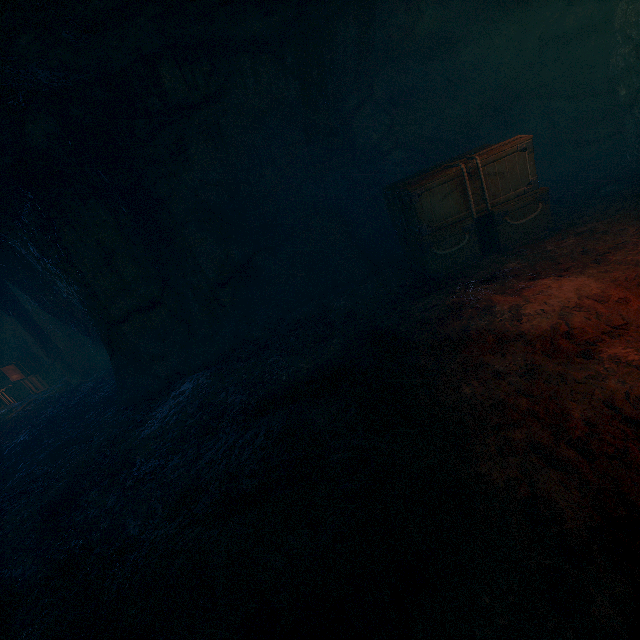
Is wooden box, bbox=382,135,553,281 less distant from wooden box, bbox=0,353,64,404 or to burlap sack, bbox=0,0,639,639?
burlap sack, bbox=0,0,639,639

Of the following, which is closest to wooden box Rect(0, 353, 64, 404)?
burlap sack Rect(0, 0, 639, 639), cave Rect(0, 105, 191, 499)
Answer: cave Rect(0, 105, 191, 499)

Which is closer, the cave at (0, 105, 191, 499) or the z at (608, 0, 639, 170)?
the cave at (0, 105, 191, 499)

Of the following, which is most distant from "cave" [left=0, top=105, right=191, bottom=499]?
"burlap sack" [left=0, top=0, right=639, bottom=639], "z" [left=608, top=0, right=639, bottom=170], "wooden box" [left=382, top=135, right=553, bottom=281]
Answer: "z" [left=608, top=0, right=639, bottom=170]

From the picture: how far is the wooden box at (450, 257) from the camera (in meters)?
5.23

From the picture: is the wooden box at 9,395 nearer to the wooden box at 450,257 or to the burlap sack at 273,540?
the burlap sack at 273,540

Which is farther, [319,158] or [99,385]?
[99,385]

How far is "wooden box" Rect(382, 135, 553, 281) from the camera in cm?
523
